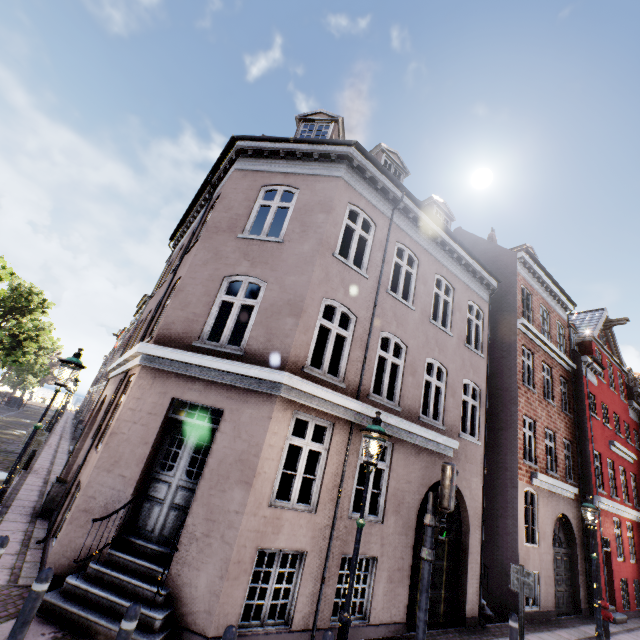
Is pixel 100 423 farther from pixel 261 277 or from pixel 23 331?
pixel 23 331

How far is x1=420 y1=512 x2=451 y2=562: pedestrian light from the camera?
5.3m

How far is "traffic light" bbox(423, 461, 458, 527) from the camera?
5.44m

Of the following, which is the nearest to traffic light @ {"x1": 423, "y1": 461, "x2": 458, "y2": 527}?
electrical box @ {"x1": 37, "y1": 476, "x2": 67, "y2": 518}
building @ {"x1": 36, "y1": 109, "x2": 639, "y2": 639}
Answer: building @ {"x1": 36, "y1": 109, "x2": 639, "y2": 639}

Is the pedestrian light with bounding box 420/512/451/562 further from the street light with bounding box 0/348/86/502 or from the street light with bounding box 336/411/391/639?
the street light with bounding box 0/348/86/502

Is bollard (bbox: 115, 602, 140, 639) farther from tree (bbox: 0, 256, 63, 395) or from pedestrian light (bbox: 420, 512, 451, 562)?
tree (bbox: 0, 256, 63, 395)

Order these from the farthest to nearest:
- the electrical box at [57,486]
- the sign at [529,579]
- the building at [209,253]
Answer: the electrical box at [57,486] < the sign at [529,579] < the building at [209,253]

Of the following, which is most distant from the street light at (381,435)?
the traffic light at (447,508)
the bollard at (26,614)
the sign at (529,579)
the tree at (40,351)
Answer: the tree at (40,351)
